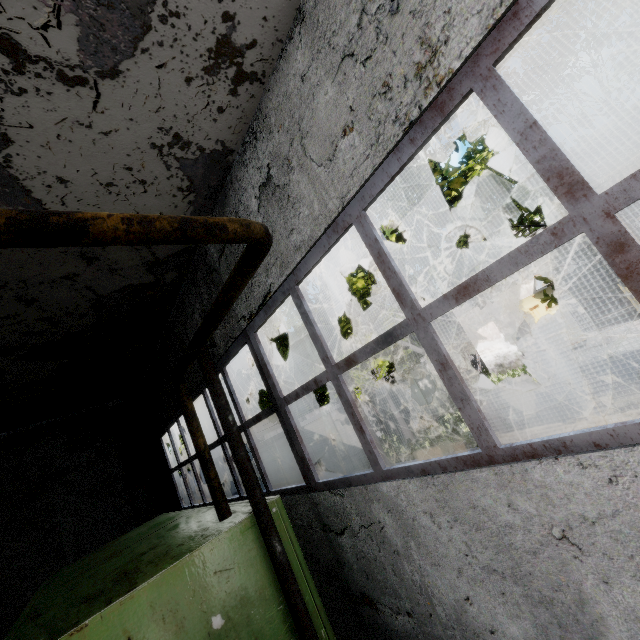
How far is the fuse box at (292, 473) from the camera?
13.3 meters

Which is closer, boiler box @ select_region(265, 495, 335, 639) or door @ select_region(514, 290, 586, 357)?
boiler box @ select_region(265, 495, 335, 639)

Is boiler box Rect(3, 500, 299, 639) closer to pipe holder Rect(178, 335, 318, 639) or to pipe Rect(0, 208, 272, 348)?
pipe holder Rect(178, 335, 318, 639)

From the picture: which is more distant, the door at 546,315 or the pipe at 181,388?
the door at 546,315

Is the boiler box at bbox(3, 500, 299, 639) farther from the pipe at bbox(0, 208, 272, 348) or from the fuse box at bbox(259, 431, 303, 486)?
the fuse box at bbox(259, 431, 303, 486)

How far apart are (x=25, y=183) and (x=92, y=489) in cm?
1014

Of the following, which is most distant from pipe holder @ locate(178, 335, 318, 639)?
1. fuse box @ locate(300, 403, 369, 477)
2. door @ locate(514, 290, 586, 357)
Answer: door @ locate(514, 290, 586, 357)

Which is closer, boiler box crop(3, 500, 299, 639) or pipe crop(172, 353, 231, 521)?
boiler box crop(3, 500, 299, 639)
